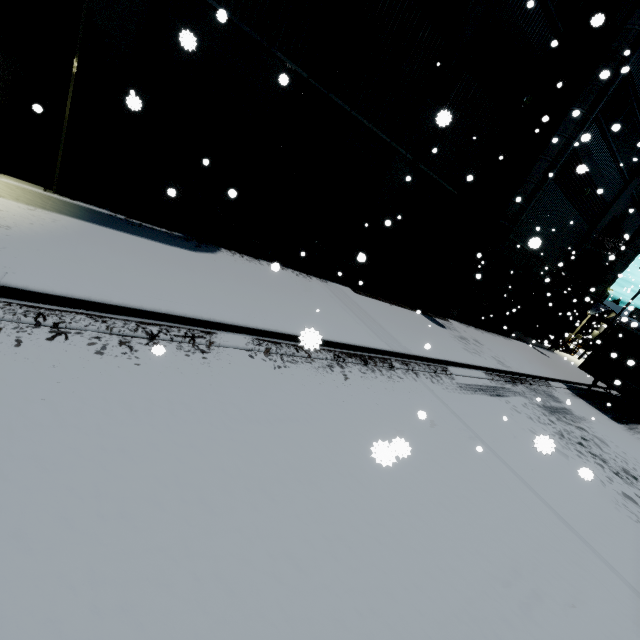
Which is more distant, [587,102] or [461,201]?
[461,201]

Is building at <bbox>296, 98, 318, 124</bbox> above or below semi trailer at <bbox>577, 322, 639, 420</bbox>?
above

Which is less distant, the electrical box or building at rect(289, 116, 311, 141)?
the electrical box

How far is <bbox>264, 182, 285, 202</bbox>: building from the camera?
9.3m

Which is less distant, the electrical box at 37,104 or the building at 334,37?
the electrical box at 37,104

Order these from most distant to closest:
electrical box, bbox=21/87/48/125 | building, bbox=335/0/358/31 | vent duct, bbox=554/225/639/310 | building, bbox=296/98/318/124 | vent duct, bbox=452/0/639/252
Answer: vent duct, bbox=554/225/639/310, vent duct, bbox=452/0/639/252, building, bbox=296/98/318/124, building, bbox=335/0/358/31, electrical box, bbox=21/87/48/125

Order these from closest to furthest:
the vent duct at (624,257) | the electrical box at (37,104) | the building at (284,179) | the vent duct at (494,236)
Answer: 1. the electrical box at (37,104)
2. the building at (284,179)
3. the vent duct at (494,236)
4. the vent duct at (624,257)
